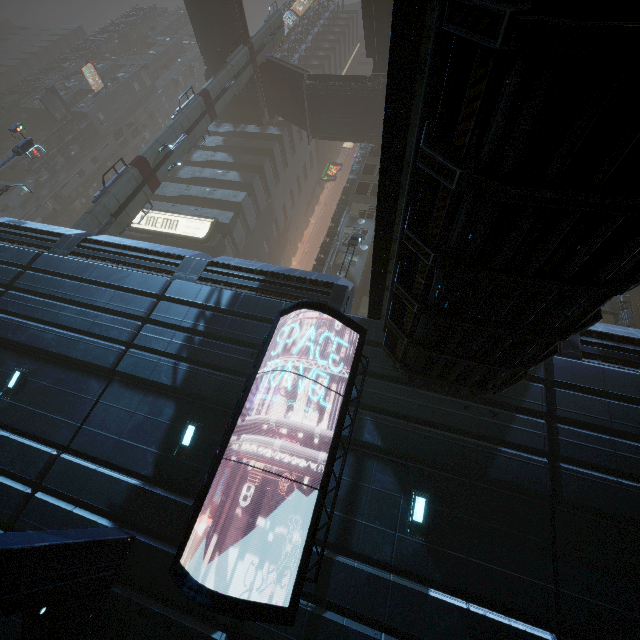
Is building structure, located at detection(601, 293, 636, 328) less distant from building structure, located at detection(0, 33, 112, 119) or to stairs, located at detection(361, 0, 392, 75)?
stairs, located at detection(361, 0, 392, 75)

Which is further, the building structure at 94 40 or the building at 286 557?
the building structure at 94 40

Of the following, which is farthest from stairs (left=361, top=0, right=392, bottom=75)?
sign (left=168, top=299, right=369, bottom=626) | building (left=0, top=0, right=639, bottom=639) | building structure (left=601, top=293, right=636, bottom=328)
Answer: sign (left=168, top=299, right=369, bottom=626)

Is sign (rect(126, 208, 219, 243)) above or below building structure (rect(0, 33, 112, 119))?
below

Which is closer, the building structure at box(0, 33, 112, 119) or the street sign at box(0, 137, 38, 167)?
the street sign at box(0, 137, 38, 167)

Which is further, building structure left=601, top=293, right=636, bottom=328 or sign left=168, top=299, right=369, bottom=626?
building structure left=601, top=293, right=636, bottom=328

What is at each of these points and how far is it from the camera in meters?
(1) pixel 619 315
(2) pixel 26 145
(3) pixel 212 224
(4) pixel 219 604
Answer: (1) building structure, 20.9
(2) street sign, 20.4
(3) sign, 29.3
(4) sign, 5.6

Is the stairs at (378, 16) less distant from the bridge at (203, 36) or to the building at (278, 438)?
the bridge at (203, 36)
